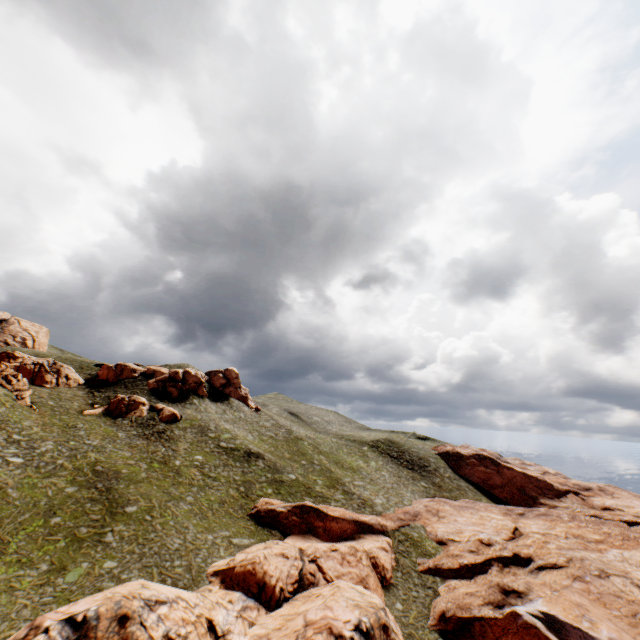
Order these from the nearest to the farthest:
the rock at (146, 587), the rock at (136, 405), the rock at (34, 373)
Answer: the rock at (146, 587), the rock at (34, 373), the rock at (136, 405)

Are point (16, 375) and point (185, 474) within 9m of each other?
no

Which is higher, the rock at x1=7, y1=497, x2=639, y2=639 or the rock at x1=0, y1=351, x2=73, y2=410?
the rock at x1=0, y1=351, x2=73, y2=410

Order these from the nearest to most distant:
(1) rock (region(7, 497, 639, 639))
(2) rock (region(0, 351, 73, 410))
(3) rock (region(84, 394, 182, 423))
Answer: (1) rock (region(7, 497, 639, 639))
(2) rock (region(0, 351, 73, 410))
(3) rock (region(84, 394, 182, 423))

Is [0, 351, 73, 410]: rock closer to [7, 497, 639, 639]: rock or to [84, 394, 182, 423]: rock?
[84, 394, 182, 423]: rock

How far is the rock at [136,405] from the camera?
53.7 meters
